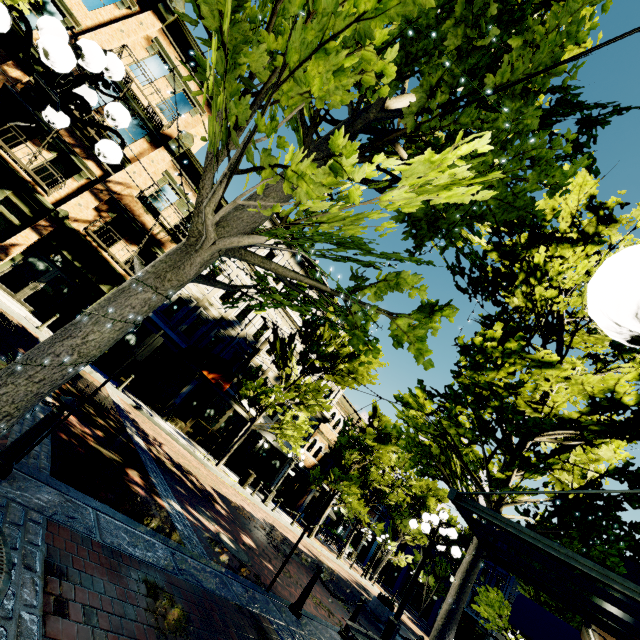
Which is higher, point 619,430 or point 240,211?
point 619,430

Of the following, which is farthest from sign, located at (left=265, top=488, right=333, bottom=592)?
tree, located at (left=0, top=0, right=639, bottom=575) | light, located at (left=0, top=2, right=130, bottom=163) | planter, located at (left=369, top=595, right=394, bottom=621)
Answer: planter, located at (left=369, top=595, right=394, bottom=621)

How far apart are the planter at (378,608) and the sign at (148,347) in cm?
1465

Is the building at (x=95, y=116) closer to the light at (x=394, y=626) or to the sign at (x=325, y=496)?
the sign at (x=325, y=496)

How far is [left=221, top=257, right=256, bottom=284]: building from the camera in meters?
20.1

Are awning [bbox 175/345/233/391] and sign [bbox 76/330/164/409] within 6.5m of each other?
no

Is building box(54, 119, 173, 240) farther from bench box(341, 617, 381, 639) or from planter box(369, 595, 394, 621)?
bench box(341, 617, 381, 639)

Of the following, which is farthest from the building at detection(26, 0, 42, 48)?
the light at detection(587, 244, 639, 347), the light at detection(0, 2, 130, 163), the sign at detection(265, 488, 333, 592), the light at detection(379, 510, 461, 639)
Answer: the light at detection(587, 244, 639, 347)
